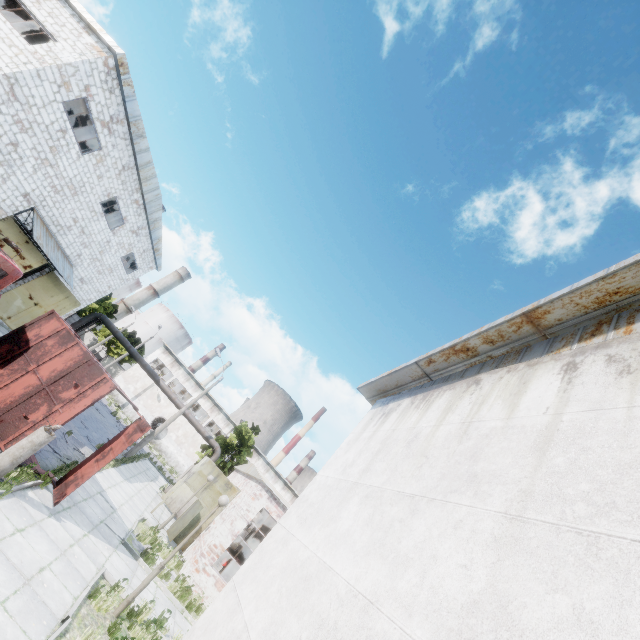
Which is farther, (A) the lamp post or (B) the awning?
(B) the awning

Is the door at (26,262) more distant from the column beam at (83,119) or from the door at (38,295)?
the column beam at (83,119)

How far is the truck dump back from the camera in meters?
9.5 m

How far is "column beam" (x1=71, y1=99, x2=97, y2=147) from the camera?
18.70m

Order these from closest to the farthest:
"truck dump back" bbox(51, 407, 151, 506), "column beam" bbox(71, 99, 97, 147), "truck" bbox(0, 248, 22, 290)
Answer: "truck dump back" bbox(51, 407, 151, 506)
"truck" bbox(0, 248, 22, 290)
"column beam" bbox(71, 99, 97, 147)

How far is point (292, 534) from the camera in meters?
6.3

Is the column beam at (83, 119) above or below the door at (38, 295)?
above

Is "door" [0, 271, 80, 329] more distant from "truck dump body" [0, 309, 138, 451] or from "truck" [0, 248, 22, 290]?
"truck" [0, 248, 22, 290]
